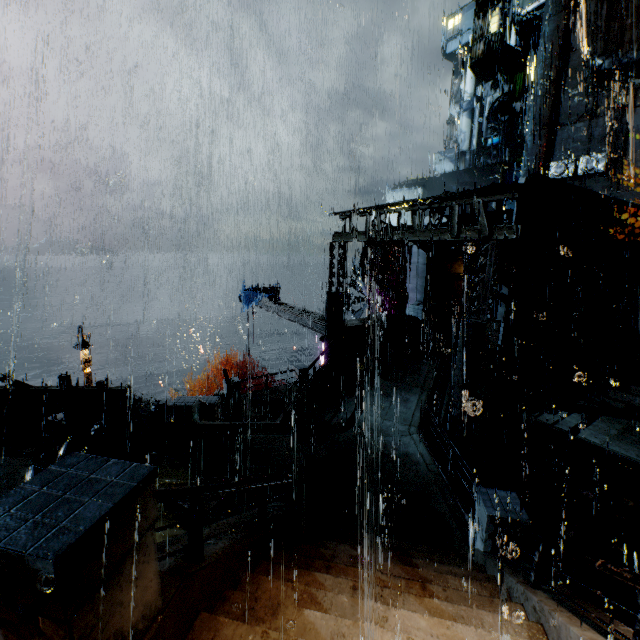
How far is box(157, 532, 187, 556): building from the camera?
3.79m

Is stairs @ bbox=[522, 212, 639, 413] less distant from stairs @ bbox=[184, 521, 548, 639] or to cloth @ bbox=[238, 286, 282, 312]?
stairs @ bbox=[184, 521, 548, 639]

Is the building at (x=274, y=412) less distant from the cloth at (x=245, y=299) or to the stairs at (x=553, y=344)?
the stairs at (x=553, y=344)

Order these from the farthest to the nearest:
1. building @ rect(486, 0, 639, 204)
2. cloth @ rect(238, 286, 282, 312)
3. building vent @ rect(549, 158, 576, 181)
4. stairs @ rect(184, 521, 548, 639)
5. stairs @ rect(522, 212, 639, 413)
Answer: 1. building vent @ rect(549, 158, 576, 181)
2. building @ rect(486, 0, 639, 204)
3. cloth @ rect(238, 286, 282, 312)
4. stairs @ rect(522, 212, 639, 413)
5. stairs @ rect(184, 521, 548, 639)

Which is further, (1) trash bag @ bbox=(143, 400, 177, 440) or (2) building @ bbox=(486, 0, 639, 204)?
(2) building @ bbox=(486, 0, 639, 204)

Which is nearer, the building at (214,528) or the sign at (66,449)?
the building at (214,528)

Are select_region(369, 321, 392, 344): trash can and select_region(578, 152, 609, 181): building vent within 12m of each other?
no

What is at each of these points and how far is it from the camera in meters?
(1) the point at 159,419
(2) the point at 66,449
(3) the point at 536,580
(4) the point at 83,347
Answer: (1) trash bag, 11.5 m
(2) sign, 9.1 m
(3) railing, 5.0 m
(4) street light, 18.3 m
